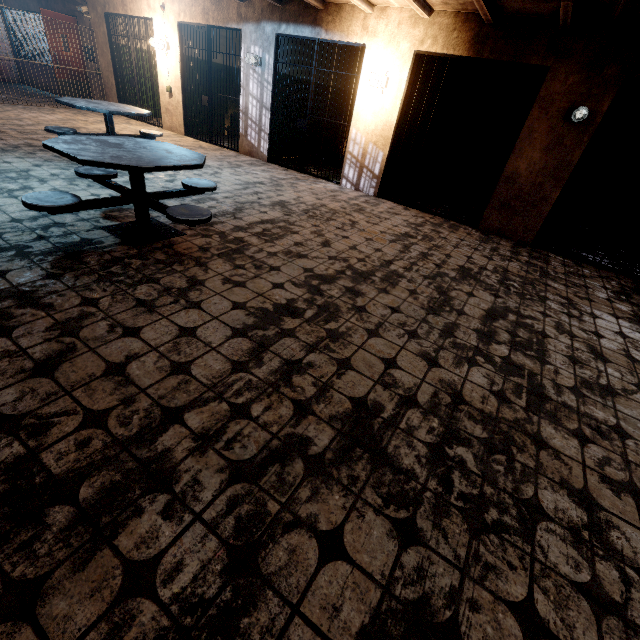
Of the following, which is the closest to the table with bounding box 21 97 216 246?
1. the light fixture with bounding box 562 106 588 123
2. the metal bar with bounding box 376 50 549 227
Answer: the metal bar with bounding box 376 50 549 227

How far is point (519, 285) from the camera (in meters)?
4.00

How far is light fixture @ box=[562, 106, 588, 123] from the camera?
4.5m

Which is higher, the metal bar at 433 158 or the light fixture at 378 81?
the light fixture at 378 81

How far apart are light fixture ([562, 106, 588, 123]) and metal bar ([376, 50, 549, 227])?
0.5m

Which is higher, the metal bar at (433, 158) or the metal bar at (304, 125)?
the metal bar at (304, 125)

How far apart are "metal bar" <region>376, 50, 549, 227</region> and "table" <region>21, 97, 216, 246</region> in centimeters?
380cm

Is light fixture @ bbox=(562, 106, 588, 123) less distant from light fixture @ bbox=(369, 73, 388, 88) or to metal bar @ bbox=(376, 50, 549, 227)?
metal bar @ bbox=(376, 50, 549, 227)
